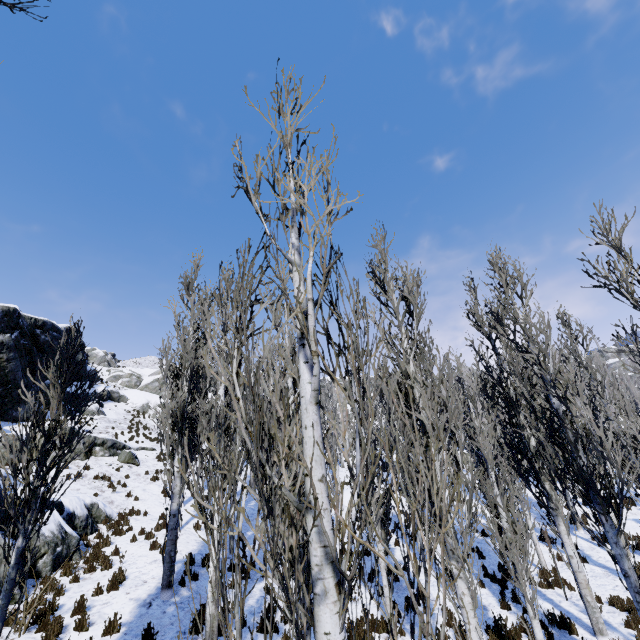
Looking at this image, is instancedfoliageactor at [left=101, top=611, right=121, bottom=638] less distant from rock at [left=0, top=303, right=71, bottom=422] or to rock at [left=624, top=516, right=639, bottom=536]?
rock at [left=624, top=516, right=639, bottom=536]

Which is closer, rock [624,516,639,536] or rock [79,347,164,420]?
rock [624,516,639,536]

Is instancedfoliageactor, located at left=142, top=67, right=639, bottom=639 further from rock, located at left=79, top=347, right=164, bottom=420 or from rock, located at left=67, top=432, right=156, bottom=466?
rock, located at left=79, top=347, right=164, bottom=420

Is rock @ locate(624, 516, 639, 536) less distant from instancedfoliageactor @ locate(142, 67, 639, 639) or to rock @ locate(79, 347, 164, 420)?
instancedfoliageactor @ locate(142, 67, 639, 639)

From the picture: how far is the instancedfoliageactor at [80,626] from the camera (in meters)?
7.48

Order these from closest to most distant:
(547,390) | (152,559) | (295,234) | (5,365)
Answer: (295,234)
(547,390)
(152,559)
(5,365)

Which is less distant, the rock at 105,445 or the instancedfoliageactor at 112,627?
the instancedfoliageactor at 112,627

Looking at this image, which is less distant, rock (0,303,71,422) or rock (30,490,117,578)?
rock (30,490,117,578)
